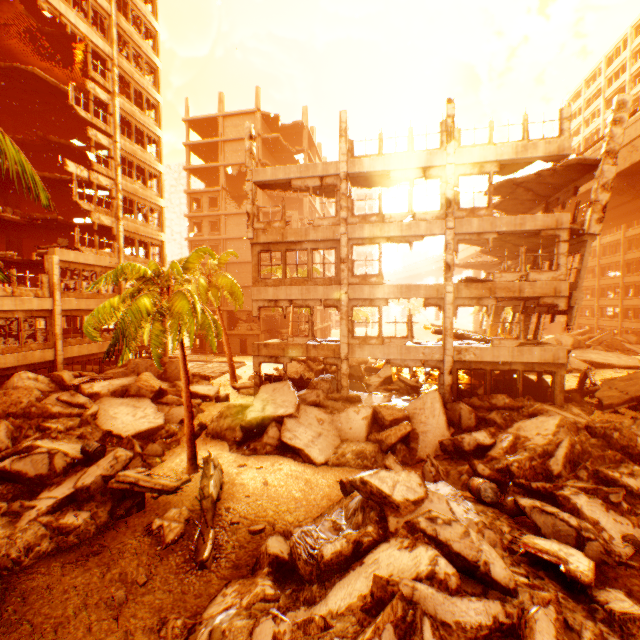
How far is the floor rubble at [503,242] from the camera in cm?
1603

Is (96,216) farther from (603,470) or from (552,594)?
(603,470)

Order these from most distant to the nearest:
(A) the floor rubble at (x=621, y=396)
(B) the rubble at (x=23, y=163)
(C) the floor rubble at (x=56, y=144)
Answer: (C) the floor rubble at (x=56, y=144) < (A) the floor rubble at (x=621, y=396) < (B) the rubble at (x=23, y=163)

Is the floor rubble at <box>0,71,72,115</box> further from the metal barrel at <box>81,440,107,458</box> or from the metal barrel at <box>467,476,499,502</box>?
the metal barrel at <box>467,476,499,502</box>

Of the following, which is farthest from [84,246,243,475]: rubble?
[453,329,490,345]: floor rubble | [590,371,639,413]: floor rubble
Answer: [453,329,490,345]: floor rubble

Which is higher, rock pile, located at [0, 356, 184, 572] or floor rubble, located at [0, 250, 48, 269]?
floor rubble, located at [0, 250, 48, 269]

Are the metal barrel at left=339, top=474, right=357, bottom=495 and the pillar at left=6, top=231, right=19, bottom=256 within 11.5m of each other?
no

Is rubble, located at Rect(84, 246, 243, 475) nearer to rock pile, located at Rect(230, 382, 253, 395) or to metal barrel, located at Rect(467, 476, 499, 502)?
rock pile, located at Rect(230, 382, 253, 395)
